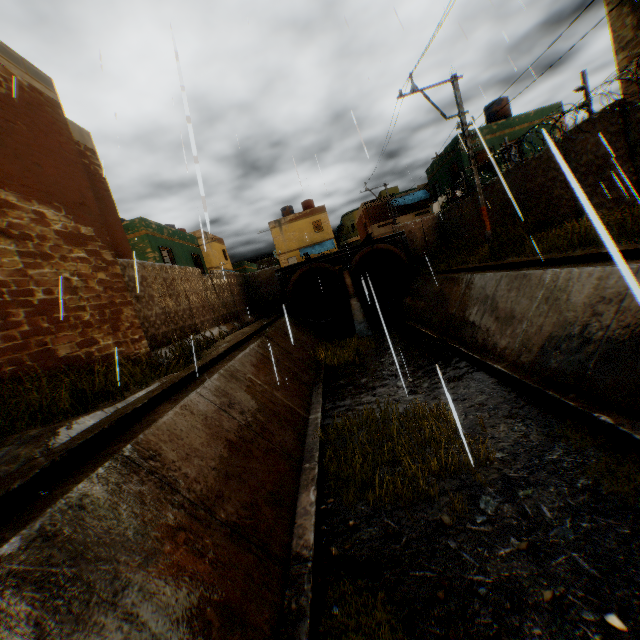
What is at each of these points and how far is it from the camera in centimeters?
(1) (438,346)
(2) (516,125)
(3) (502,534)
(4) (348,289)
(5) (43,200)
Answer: (1) trash bag, 1115cm
(2) building, 2130cm
(3) concrete channel, 400cm
(4) water pipe, 1925cm
(5) building, 700cm

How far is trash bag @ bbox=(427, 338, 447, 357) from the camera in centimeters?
1109cm

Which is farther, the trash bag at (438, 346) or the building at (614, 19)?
the building at (614, 19)

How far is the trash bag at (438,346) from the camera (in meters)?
11.09

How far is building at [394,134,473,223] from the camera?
21.8 meters

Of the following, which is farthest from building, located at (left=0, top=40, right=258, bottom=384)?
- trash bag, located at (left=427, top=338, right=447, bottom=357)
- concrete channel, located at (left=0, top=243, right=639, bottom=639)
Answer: trash bag, located at (left=427, top=338, right=447, bottom=357)

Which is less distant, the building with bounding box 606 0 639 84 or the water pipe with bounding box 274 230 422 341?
the building with bounding box 606 0 639 84

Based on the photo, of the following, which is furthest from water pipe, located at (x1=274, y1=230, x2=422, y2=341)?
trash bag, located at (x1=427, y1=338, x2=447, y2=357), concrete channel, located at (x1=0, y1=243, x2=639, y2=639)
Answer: trash bag, located at (x1=427, y1=338, x2=447, y2=357)
